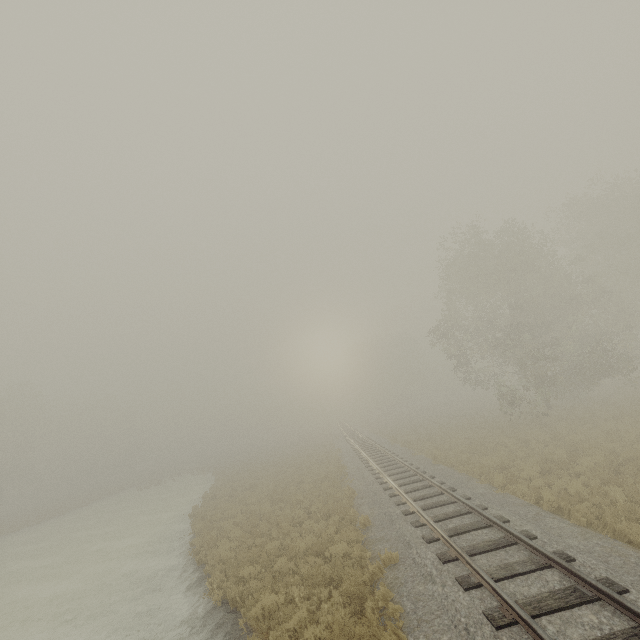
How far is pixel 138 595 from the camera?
12.2m
